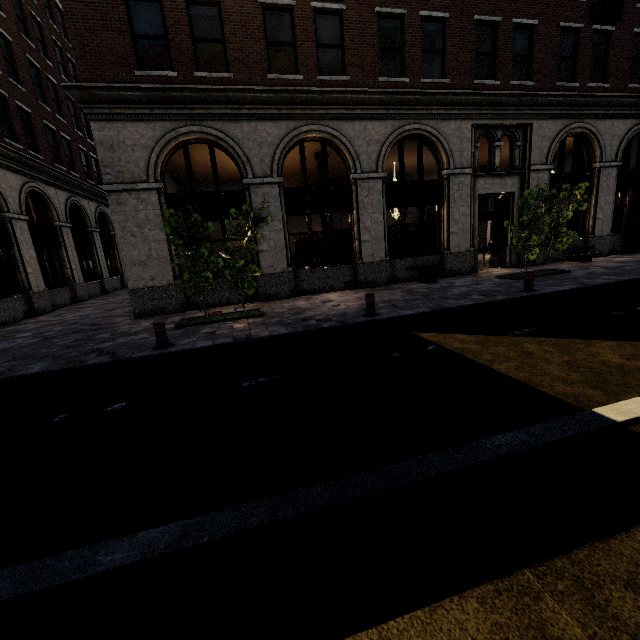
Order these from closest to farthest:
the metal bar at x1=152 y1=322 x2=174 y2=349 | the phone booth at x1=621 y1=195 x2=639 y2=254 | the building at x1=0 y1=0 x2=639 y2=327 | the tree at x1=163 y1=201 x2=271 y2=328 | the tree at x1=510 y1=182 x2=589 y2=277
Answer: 1. the metal bar at x1=152 y1=322 x2=174 y2=349
2. the tree at x1=163 y1=201 x2=271 y2=328
3. the building at x1=0 y1=0 x2=639 y2=327
4. the tree at x1=510 y1=182 x2=589 y2=277
5. the phone booth at x1=621 y1=195 x2=639 y2=254

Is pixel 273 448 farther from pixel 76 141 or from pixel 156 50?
pixel 76 141

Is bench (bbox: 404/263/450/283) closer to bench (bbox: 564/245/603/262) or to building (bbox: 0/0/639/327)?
building (bbox: 0/0/639/327)

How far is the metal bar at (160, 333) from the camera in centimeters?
696cm

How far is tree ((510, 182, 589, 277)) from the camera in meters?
11.0

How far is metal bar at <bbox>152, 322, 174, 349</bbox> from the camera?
6.96m

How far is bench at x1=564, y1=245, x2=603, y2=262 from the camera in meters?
14.5

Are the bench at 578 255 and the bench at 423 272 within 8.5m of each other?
yes
